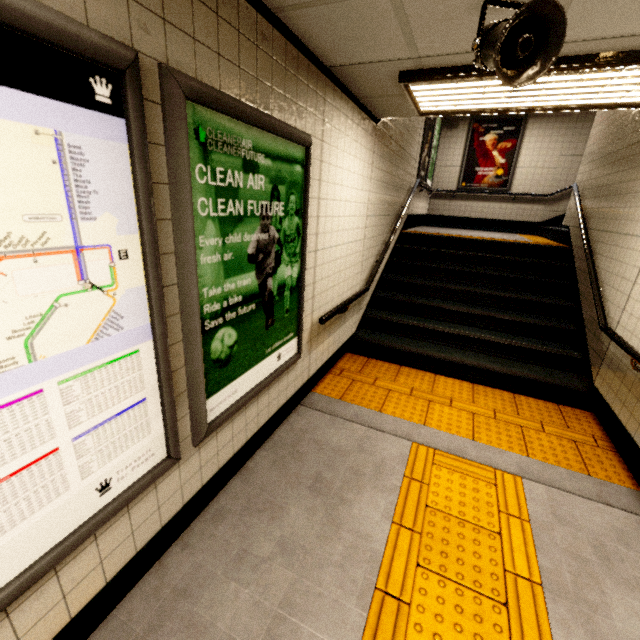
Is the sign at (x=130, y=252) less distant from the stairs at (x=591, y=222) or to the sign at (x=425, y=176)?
the stairs at (x=591, y=222)

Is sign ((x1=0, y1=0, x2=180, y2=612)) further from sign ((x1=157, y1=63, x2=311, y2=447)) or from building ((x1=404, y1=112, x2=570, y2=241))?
building ((x1=404, y1=112, x2=570, y2=241))

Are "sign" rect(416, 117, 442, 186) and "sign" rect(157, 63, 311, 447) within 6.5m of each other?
yes

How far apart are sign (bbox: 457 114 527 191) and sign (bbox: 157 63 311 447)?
8.1 meters

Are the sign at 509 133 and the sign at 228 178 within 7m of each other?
no

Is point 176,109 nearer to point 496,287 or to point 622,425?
point 622,425

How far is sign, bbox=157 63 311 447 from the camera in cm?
139

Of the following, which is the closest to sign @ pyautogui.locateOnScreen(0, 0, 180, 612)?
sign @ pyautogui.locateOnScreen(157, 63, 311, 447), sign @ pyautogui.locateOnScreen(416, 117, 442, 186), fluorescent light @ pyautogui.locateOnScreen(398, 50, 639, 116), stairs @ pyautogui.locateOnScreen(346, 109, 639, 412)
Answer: sign @ pyautogui.locateOnScreen(157, 63, 311, 447)
